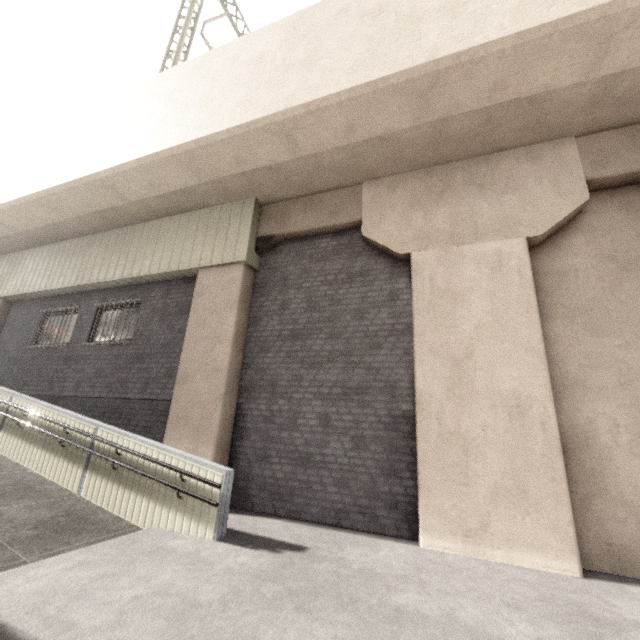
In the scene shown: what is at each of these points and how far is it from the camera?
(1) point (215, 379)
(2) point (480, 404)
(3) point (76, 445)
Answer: (1) concrete pillar, 6.8m
(2) concrete pillar, 5.1m
(3) ramp, 5.8m

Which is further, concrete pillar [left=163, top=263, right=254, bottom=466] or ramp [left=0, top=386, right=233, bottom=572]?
concrete pillar [left=163, top=263, right=254, bottom=466]

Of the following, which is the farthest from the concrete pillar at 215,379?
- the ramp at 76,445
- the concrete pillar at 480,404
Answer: the ramp at 76,445

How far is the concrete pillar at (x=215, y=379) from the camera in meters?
6.5 m

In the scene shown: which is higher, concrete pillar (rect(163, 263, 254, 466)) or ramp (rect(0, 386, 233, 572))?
concrete pillar (rect(163, 263, 254, 466))

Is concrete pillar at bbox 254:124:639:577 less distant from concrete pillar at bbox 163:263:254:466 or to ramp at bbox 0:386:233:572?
concrete pillar at bbox 163:263:254:466
